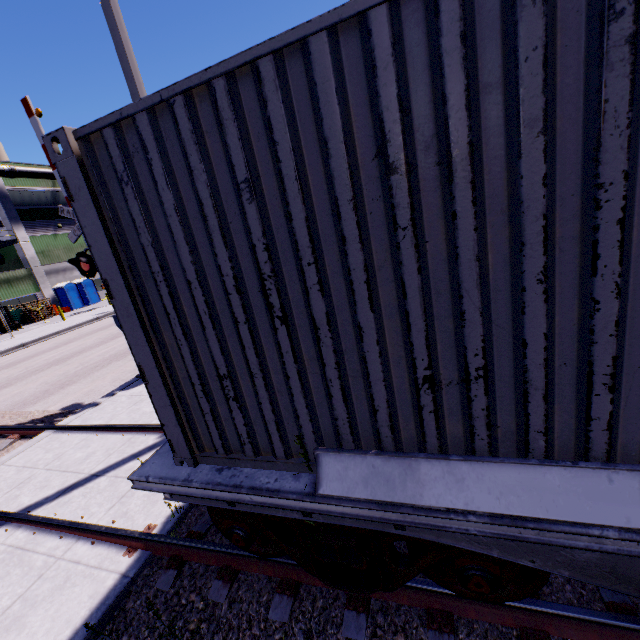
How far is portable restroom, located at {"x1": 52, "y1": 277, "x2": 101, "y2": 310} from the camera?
33.3 meters

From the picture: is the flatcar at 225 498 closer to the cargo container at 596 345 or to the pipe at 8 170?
the cargo container at 596 345

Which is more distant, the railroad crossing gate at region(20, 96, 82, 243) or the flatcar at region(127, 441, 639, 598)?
the railroad crossing gate at region(20, 96, 82, 243)

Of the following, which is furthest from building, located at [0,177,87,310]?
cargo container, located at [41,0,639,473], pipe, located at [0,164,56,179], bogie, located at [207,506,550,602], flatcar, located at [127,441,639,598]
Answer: bogie, located at [207,506,550,602]

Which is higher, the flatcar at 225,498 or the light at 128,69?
the light at 128,69

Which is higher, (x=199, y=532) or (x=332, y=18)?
(x=332, y=18)

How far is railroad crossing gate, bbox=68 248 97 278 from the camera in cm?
851

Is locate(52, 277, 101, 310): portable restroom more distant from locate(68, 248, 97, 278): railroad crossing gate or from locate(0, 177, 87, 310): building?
locate(68, 248, 97, 278): railroad crossing gate
